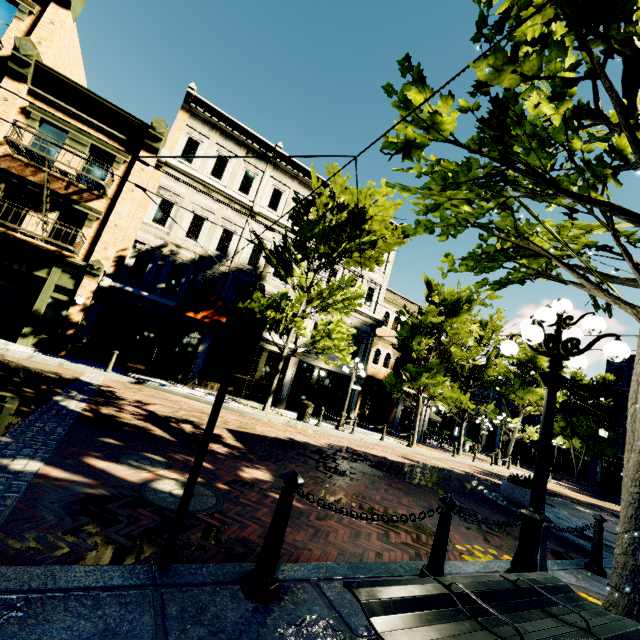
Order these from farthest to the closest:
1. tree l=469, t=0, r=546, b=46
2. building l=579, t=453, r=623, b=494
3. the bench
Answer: building l=579, t=453, r=623, b=494, tree l=469, t=0, r=546, b=46, the bench

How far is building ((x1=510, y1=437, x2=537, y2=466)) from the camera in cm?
3828

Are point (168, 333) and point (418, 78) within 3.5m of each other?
no

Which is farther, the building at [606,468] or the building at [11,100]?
the building at [606,468]

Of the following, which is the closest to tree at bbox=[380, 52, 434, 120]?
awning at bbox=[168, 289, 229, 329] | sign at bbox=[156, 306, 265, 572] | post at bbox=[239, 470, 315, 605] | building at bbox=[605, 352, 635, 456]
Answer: building at bbox=[605, 352, 635, 456]

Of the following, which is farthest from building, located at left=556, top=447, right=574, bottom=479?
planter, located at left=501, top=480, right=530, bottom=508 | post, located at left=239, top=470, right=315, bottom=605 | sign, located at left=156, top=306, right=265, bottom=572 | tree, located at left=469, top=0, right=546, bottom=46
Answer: sign, located at left=156, top=306, right=265, bottom=572

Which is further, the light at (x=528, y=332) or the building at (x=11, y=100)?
the building at (x=11, y=100)

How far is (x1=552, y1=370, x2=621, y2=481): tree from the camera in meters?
31.0 m
